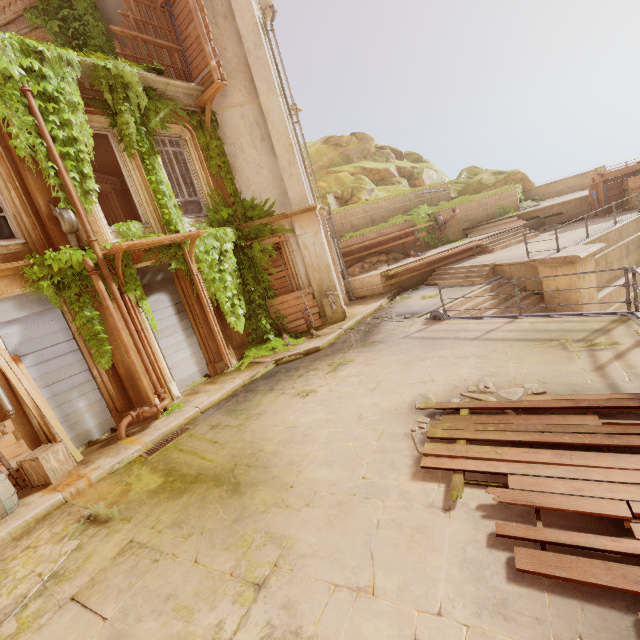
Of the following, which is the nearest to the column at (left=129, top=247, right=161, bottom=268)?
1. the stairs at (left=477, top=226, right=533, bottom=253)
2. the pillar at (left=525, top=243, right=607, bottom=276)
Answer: the pillar at (left=525, top=243, right=607, bottom=276)

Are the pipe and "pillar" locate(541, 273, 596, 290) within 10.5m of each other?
no

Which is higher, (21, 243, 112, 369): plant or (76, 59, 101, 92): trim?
(76, 59, 101, 92): trim

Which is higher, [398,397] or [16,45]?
[16,45]

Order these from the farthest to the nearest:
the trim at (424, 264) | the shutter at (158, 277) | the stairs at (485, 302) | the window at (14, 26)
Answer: the trim at (424, 264) < the stairs at (485, 302) < the window at (14, 26) < the shutter at (158, 277)

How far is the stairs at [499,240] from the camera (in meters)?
15.69

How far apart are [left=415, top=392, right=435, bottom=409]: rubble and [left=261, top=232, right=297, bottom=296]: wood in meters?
7.4 m

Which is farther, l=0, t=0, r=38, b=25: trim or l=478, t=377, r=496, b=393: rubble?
l=0, t=0, r=38, b=25: trim
